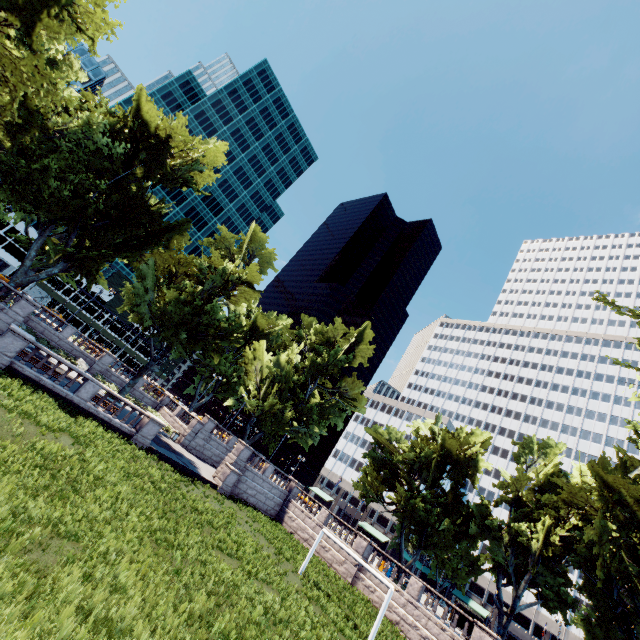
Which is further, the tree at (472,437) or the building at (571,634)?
the building at (571,634)

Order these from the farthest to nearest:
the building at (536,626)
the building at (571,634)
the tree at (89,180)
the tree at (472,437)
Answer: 1. the building at (536,626)
2. the building at (571,634)
3. the tree at (472,437)
4. the tree at (89,180)

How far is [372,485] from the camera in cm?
3428

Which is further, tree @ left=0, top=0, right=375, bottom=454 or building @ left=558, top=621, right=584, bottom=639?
building @ left=558, top=621, right=584, bottom=639

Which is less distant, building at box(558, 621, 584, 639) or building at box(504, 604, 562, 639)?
building at box(558, 621, 584, 639)

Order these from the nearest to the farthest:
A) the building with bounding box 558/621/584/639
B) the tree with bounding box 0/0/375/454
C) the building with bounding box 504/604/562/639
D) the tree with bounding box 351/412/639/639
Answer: the tree with bounding box 0/0/375/454
the tree with bounding box 351/412/639/639
the building with bounding box 558/621/584/639
the building with bounding box 504/604/562/639
